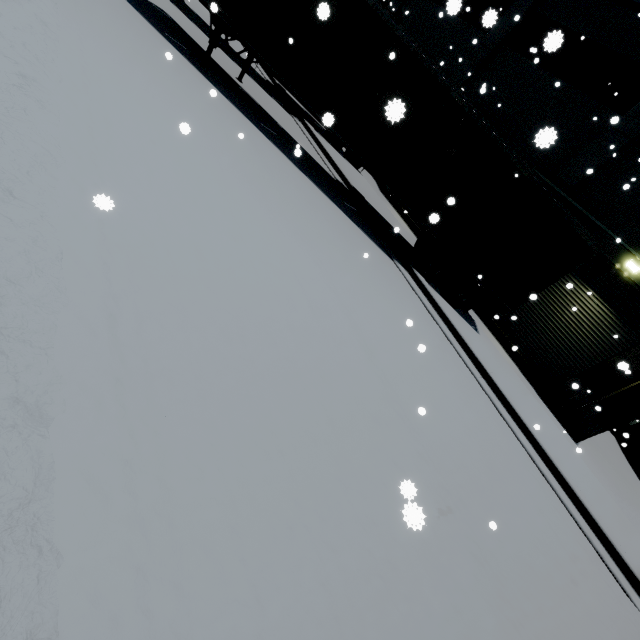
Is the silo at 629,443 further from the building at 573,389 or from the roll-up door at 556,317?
the roll-up door at 556,317

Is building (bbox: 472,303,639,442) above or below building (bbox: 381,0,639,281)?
below

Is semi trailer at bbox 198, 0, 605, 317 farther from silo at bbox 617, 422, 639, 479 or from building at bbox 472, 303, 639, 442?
building at bbox 472, 303, 639, 442

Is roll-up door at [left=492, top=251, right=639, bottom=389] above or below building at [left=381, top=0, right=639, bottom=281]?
below

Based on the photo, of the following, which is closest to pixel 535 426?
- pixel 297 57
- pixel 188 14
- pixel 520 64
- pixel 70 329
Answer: pixel 70 329

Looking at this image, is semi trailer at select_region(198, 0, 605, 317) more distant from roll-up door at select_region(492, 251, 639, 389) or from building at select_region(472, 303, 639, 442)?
building at select_region(472, 303, 639, 442)

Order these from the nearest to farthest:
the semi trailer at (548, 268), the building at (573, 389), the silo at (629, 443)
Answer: the semi trailer at (548, 268)
the building at (573, 389)
the silo at (629, 443)

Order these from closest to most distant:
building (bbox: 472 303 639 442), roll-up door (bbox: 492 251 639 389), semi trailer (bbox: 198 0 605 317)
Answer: semi trailer (bbox: 198 0 605 317)
building (bbox: 472 303 639 442)
roll-up door (bbox: 492 251 639 389)
